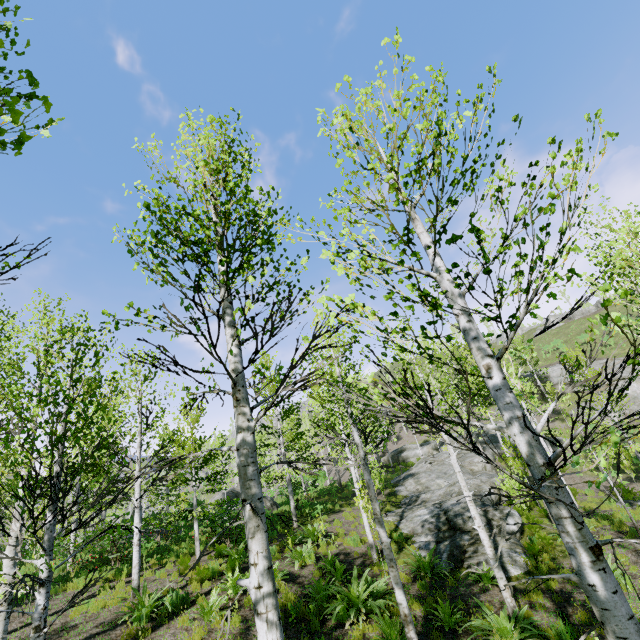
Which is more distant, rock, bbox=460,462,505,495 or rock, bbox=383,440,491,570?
A: rock, bbox=460,462,505,495

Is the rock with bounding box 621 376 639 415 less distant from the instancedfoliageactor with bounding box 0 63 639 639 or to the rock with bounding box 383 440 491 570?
the instancedfoliageactor with bounding box 0 63 639 639

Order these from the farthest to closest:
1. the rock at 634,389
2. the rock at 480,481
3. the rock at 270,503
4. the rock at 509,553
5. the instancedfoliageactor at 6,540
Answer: the rock at 634,389, the rock at 270,503, the rock at 480,481, the rock at 509,553, the instancedfoliageactor at 6,540

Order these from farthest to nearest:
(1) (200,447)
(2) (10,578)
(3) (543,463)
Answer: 1. (1) (200,447)
2. (2) (10,578)
3. (3) (543,463)

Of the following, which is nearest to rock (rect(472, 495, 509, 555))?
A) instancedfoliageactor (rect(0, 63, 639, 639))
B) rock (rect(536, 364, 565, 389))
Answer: instancedfoliageactor (rect(0, 63, 639, 639))

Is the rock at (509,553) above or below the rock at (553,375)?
below

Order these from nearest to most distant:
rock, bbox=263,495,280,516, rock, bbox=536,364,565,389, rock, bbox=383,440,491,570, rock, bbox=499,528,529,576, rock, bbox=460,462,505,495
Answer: rock, bbox=499,528,529,576 → rock, bbox=383,440,491,570 → rock, bbox=460,462,505,495 → rock, bbox=263,495,280,516 → rock, bbox=536,364,565,389
